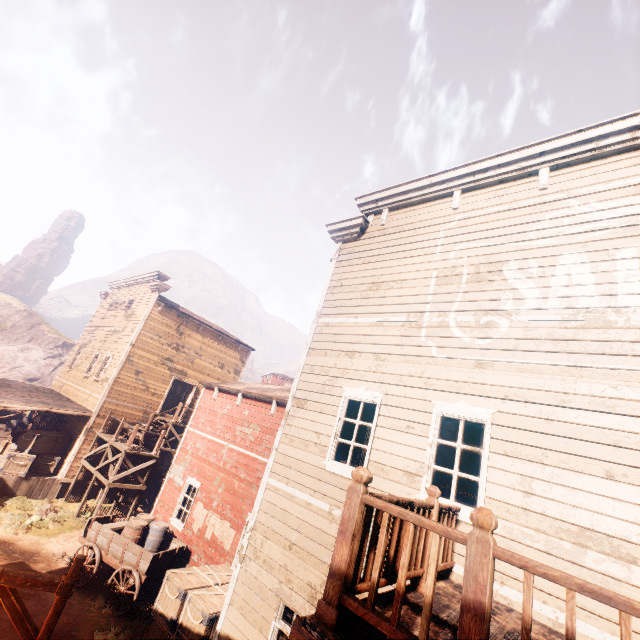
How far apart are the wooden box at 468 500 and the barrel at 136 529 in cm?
998

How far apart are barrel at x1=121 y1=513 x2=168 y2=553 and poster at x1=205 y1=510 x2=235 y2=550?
1.21m

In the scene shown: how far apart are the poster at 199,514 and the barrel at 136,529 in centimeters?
91cm

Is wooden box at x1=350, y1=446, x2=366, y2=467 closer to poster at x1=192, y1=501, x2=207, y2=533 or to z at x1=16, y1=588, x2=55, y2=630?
z at x1=16, y1=588, x2=55, y2=630

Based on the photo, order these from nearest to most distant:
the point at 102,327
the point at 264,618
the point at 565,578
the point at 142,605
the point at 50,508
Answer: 1. the point at 565,578
2. the point at 264,618
3. the point at 142,605
4. the point at 50,508
5. the point at 102,327

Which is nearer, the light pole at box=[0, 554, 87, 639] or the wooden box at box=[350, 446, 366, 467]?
the light pole at box=[0, 554, 87, 639]

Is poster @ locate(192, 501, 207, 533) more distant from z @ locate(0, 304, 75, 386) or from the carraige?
z @ locate(0, 304, 75, 386)

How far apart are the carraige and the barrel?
0.0m
